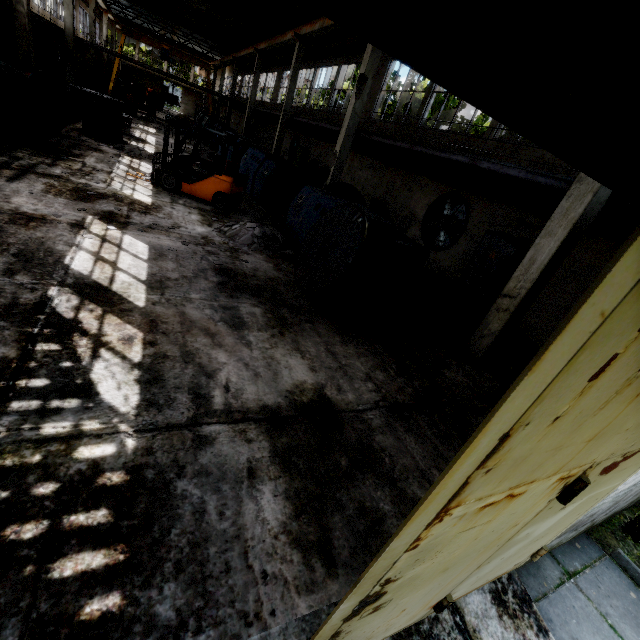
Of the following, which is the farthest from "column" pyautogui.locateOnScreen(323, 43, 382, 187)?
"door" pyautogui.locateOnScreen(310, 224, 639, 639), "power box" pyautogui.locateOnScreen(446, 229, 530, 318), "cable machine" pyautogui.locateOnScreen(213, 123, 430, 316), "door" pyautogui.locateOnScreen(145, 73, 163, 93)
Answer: "door" pyautogui.locateOnScreen(145, 73, 163, 93)

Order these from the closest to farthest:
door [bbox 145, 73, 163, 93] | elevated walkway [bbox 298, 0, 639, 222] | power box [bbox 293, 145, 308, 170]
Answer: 1. elevated walkway [bbox 298, 0, 639, 222]
2. power box [bbox 293, 145, 308, 170]
3. door [bbox 145, 73, 163, 93]

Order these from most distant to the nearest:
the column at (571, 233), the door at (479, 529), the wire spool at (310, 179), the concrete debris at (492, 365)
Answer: the wire spool at (310, 179)
the concrete debris at (492, 365)
the column at (571, 233)
the door at (479, 529)

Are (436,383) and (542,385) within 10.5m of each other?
yes

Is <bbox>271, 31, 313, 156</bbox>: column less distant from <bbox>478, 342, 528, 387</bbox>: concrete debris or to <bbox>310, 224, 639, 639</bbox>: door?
<bbox>478, 342, 528, 387</bbox>: concrete debris

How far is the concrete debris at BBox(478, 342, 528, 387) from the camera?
7.0 meters

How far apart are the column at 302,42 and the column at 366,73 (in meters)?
8.50

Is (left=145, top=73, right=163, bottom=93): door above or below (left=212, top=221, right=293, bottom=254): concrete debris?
above
